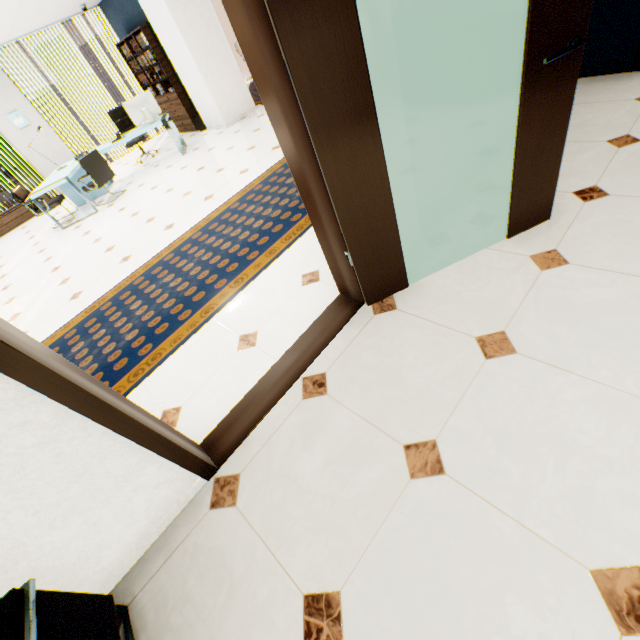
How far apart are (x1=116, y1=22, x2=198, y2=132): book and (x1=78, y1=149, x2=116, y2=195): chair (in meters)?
2.90

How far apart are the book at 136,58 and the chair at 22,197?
3.63m

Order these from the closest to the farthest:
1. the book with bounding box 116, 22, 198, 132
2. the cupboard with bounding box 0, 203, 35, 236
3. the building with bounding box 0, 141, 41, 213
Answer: the book with bounding box 116, 22, 198, 132
the cupboard with bounding box 0, 203, 35, 236
the building with bounding box 0, 141, 41, 213

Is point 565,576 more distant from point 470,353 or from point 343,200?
point 343,200

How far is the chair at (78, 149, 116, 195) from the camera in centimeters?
614cm

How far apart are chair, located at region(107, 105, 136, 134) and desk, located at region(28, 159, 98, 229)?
0.5m

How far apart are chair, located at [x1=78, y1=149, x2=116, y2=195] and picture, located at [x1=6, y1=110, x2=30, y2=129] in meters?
3.5

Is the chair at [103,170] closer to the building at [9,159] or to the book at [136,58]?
the book at [136,58]
